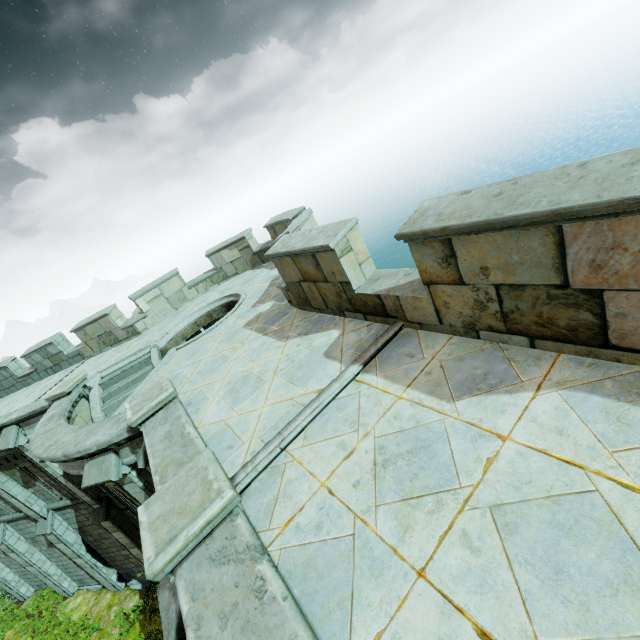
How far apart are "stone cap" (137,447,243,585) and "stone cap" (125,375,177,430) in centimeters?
242cm

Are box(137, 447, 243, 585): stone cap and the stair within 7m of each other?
no

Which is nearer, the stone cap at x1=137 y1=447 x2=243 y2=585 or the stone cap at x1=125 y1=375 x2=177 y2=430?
the stone cap at x1=137 y1=447 x2=243 y2=585

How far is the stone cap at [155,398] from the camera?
5.62m

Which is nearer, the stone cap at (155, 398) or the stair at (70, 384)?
the stone cap at (155, 398)

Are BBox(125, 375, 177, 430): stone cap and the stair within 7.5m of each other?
yes

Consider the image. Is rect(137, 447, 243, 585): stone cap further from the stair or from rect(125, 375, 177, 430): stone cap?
the stair

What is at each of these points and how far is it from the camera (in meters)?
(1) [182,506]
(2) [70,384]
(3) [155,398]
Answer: (1) stone cap, 3.14
(2) stair, 10.15
(3) stone cap, 5.79
